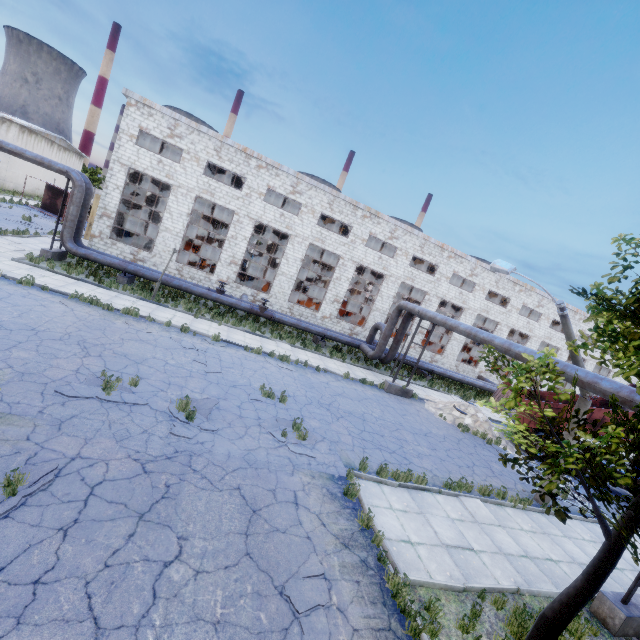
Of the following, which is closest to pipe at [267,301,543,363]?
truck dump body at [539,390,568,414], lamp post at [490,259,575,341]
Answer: lamp post at [490,259,575,341]

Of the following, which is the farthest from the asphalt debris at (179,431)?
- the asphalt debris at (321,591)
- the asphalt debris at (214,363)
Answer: the asphalt debris at (321,591)

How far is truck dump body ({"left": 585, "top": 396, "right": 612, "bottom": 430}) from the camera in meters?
16.1

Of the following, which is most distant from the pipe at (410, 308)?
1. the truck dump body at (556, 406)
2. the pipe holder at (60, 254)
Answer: the pipe holder at (60, 254)

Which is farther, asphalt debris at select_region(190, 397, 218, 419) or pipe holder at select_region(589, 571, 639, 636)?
asphalt debris at select_region(190, 397, 218, 419)

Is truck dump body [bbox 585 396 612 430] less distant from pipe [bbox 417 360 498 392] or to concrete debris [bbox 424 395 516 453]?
concrete debris [bbox 424 395 516 453]

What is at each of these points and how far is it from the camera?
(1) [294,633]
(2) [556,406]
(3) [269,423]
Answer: (1) asphalt debris, 4.84m
(2) truck dump body, 16.73m
(3) asphalt debris, 10.41m

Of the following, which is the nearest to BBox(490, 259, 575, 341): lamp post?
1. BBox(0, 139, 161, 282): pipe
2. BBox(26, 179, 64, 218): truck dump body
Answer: BBox(0, 139, 161, 282): pipe
